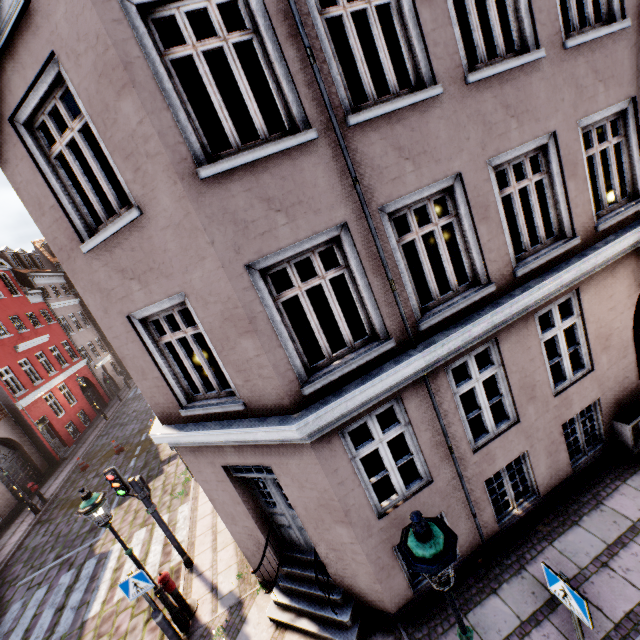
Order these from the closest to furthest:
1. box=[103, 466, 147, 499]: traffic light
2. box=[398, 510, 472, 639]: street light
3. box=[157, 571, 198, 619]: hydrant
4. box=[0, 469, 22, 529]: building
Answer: box=[398, 510, 472, 639]: street light, box=[157, 571, 198, 619]: hydrant, box=[103, 466, 147, 499]: traffic light, box=[0, 469, 22, 529]: building

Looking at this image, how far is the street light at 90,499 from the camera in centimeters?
594cm

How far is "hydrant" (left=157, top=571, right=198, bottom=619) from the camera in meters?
7.0 m

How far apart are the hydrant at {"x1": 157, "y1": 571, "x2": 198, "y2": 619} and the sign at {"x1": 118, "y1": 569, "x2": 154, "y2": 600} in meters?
0.5

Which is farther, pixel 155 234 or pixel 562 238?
pixel 562 238

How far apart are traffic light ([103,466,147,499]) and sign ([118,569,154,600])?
1.67m

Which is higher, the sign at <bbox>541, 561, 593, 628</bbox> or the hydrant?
the sign at <bbox>541, 561, 593, 628</bbox>

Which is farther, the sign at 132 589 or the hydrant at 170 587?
the hydrant at 170 587
